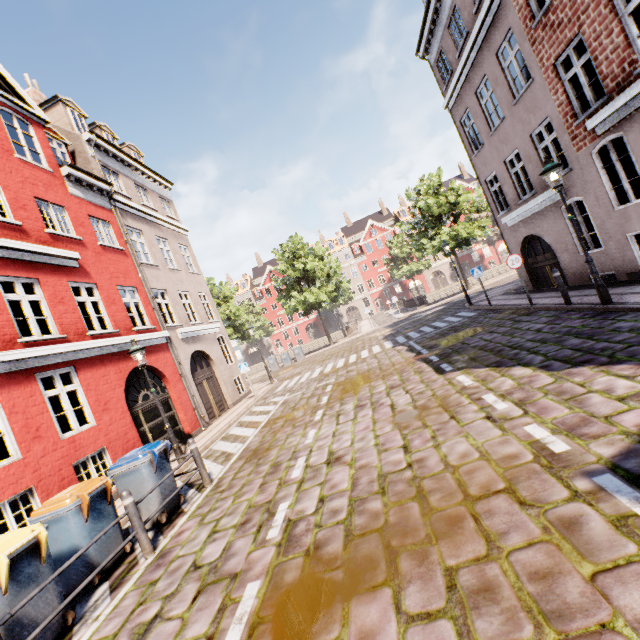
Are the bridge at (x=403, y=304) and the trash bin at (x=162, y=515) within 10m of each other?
no

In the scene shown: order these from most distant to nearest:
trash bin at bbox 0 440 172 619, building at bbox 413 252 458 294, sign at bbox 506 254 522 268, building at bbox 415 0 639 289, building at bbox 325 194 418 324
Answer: building at bbox 325 194 418 324
building at bbox 413 252 458 294
sign at bbox 506 254 522 268
building at bbox 415 0 639 289
trash bin at bbox 0 440 172 619

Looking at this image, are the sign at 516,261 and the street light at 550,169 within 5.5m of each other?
yes

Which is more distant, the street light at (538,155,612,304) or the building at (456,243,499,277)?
the building at (456,243,499,277)

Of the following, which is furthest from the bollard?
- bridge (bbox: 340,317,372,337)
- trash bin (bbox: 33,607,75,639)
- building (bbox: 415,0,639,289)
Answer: bridge (bbox: 340,317,372,337)

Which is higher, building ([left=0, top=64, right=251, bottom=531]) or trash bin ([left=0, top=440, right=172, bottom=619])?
building ([left=0, top=64, right=251, bottom=531])

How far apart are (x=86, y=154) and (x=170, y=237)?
4.9 meters

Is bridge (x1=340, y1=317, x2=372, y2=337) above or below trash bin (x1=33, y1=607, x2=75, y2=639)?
above
